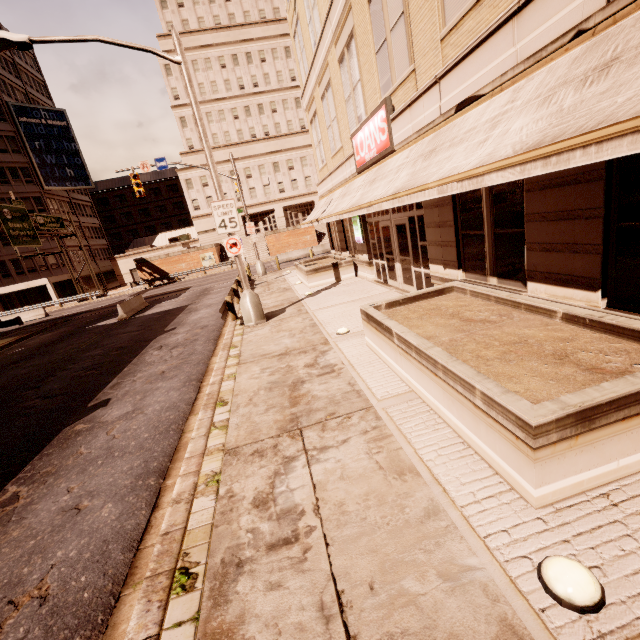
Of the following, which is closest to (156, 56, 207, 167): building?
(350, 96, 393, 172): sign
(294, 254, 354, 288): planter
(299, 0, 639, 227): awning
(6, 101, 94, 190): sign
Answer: (6, 101, 94, 190): sign

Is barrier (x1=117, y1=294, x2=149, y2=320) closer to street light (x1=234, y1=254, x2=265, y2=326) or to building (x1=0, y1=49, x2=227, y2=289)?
street light (x1=234, y1=254, x2=265, y2=326)

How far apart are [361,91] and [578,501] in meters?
12.7

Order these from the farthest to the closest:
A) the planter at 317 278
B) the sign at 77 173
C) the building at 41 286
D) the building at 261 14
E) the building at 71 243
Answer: the building at 71 243 → the sign at 77 173 → the building at 41 286 → the planter at 317 278 → the building at 261 14

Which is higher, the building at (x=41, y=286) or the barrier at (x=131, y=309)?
the building at (x=41, y=286)

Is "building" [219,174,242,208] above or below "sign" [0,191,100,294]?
above

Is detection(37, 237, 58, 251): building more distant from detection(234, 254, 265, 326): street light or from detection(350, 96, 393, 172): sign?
detection(350, 96, 393, 172): sign

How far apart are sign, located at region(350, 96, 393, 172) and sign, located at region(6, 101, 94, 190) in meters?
51.5
